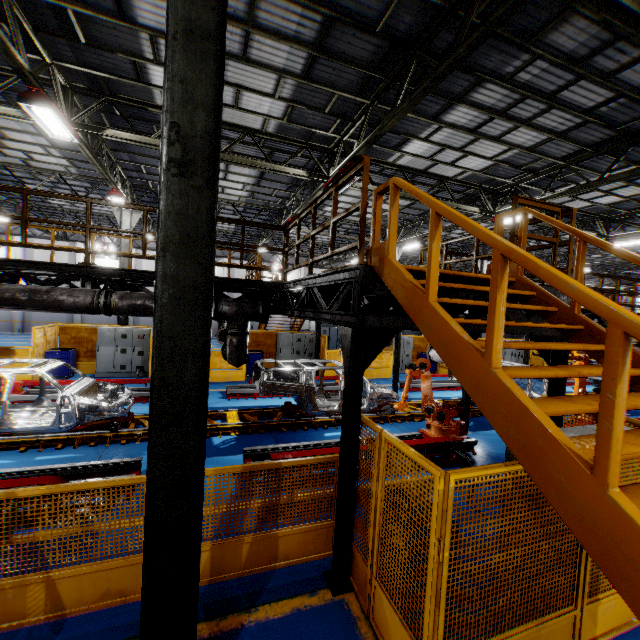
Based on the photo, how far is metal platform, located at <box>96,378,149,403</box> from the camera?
10.9 meters

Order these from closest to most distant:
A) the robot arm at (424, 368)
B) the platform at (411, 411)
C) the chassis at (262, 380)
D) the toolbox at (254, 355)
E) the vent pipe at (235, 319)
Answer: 1. the vent pipe at (235, 319)
2. the robot arm at (424, 368)
3. the chassis at (262, 380)
4. the platform at (411, 411)
5. the toolbox at (254, 355)

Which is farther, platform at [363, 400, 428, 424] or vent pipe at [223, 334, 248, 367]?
platform at [363, 400, 428, 424]

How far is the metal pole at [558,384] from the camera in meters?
5.4

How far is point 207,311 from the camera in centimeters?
265cm

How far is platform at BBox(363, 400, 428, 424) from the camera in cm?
1045

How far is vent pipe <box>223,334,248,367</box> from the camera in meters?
A: 6.9

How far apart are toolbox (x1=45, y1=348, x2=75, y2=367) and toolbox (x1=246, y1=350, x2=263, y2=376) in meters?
7.4
